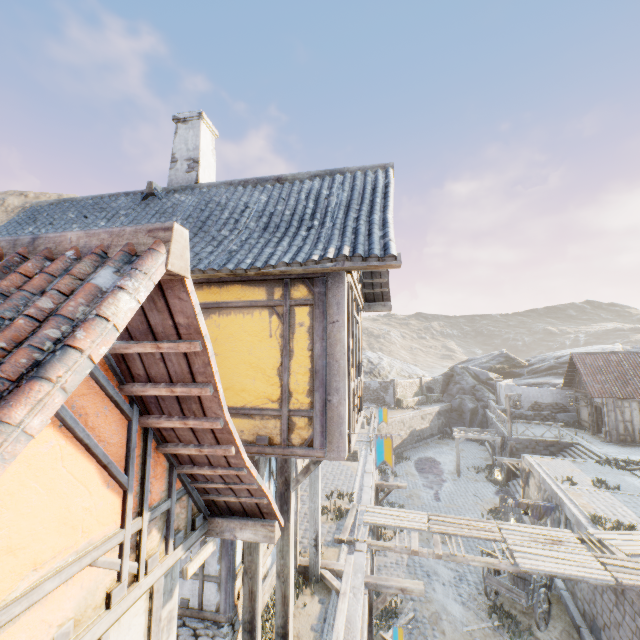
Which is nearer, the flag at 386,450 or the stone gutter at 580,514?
the flag at 386,450

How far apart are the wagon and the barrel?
0.0 meters

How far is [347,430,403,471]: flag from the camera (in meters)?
4.96

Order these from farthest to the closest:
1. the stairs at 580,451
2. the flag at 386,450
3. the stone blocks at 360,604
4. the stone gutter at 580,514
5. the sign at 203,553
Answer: the stairs at 580,451 → the stone gutter at 580,514 → the stone blocks at 360,604 → the flag at 386,450 → the sign at 203,553

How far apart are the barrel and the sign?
11.83m

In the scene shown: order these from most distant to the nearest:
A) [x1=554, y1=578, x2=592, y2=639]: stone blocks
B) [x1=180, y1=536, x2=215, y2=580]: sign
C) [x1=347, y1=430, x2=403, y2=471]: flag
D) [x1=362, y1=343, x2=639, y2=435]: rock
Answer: [x1=362, y1=343, x2=639, y2=435]: rock, [x1=554, y1=578, x2=592, y2=639]: stone blocks, [x1=347, y1=430, x2=403, y2=471]: flag, [x1=180, y1=536, x2=215, y2=580]: sign

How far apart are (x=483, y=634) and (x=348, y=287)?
12.6m

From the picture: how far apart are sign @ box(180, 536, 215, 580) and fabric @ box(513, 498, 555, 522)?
13.2m
